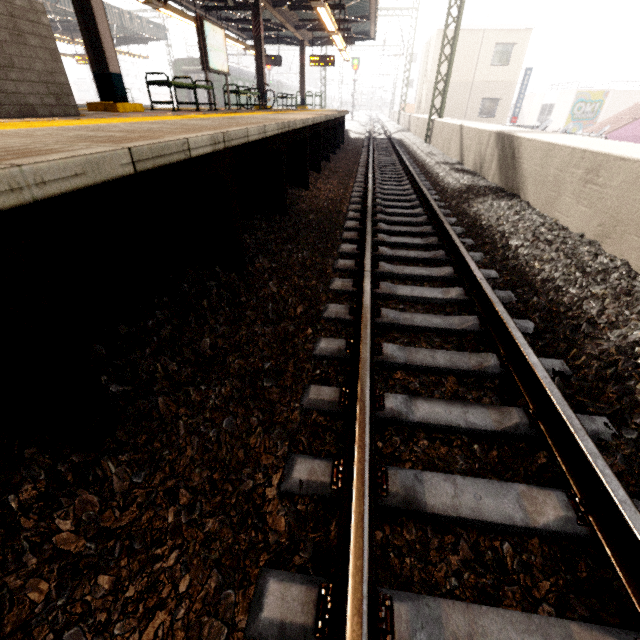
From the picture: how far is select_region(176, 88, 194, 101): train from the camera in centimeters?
2639cm

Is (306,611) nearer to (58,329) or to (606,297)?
(58,329)

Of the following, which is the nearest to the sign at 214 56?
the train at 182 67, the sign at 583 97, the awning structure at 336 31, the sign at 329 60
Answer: the awning structure at 336 31

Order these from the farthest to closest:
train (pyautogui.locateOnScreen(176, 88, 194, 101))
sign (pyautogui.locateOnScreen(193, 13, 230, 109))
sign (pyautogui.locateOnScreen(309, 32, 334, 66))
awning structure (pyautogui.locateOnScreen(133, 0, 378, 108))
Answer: train (pyautogui.locateOnScreen(176, 88, 194, 101))
sign (pyautogui.locateOnScreen(309, 32, 334, 66))
awning structure (pyautogui.locateOnScreen(133, 0, 378, 108))
sign (pyautogui.locateOnScreen(193, 13, 230, 109))

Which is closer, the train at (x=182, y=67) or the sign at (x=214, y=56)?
the sign at (x=214, y=56)

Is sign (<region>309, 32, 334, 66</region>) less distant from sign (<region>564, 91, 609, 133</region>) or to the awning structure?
the awning structure

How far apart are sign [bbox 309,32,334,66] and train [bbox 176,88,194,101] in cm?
1068
